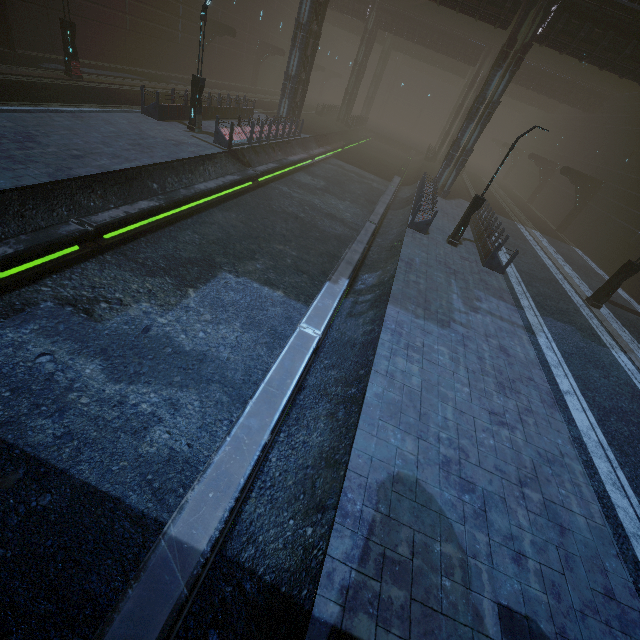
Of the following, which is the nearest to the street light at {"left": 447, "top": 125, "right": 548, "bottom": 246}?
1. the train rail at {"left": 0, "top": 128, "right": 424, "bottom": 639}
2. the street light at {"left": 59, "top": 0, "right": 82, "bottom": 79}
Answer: the train rail at {"left": 0, "top": 128, "right": 424, "bottom": 639}

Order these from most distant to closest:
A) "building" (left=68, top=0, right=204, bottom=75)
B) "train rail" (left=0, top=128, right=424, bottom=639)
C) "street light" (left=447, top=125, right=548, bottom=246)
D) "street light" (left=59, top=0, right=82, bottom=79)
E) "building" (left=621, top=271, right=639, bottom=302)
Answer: "building" (left=68, top=0, right=204, bottom=75), "building" (left=621, top=271, right=639, bottom=302), "street light" (left=59, top=0, right=82, bottom=79), "street light" (left=447, top=125, right=548, bottom=246), "train rail" (left=0, top=128, right=424, bottom=639)

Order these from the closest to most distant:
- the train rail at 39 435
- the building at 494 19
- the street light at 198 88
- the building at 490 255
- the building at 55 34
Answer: the train rail at 39 435 < the street light at 198 88 < the building at 490 255 < the building at 55 34 < the building at 494 19

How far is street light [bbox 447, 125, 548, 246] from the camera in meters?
13.4

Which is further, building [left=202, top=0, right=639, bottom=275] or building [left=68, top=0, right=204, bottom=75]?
building [left=68, top=0, right=204, bottom=75]

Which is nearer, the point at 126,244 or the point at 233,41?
the point at 126,244

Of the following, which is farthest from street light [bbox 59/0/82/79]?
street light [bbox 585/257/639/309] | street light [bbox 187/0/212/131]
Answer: street light [bbox 585/257/639/309]

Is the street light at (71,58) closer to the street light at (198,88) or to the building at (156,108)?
the building at (156,108)
